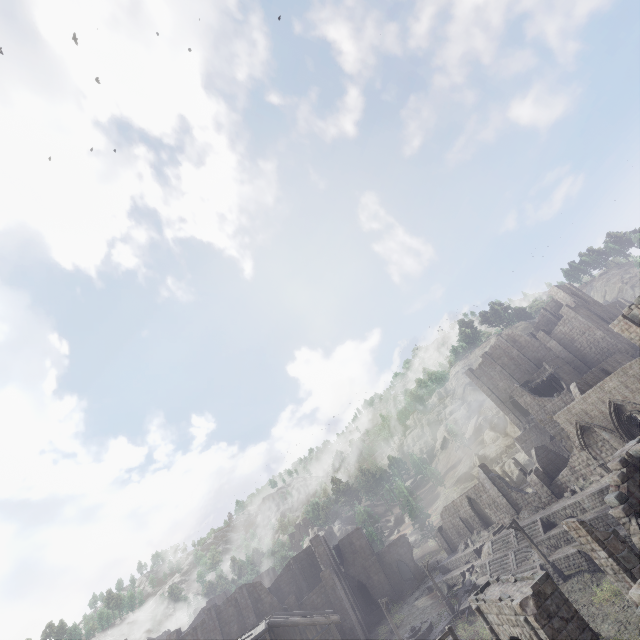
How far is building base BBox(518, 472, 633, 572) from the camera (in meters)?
24.67

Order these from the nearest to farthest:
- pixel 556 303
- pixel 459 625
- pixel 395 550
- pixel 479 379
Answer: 1. pixel 459 625
2. pixel 395 550
3. pixel 556 303
4. pixel 479 379

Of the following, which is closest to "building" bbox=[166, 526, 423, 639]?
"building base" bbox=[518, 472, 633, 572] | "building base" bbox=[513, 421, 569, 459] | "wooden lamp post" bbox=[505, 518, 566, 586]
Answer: "building base" bbox=[518, 472, 633, 572]

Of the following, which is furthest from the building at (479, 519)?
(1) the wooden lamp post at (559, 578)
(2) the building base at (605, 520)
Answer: (1) the wooden lamp post at (559, 578)

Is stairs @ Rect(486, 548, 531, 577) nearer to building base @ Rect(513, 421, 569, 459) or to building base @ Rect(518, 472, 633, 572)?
building base @ Rect(518, 472, 633, 572)

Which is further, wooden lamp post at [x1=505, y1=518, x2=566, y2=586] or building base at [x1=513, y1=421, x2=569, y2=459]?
building base at [x1=513, y1=421, x2=569, y2=459]

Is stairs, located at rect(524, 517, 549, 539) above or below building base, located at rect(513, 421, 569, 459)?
below

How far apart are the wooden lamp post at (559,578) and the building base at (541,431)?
24.86m
